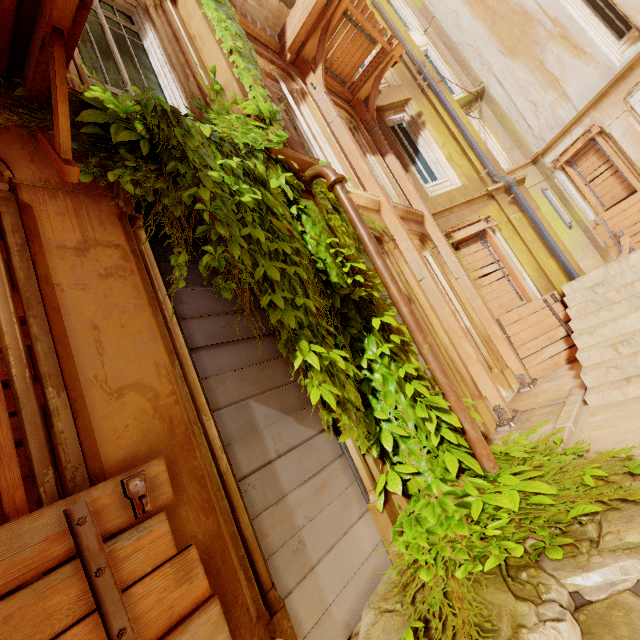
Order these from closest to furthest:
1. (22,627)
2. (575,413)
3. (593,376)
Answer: (22,627) → (575,413) → (593,376)

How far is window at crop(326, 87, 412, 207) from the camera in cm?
812

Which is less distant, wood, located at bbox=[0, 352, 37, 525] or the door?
wood, located at bbox=[0, 352, 37, 525]

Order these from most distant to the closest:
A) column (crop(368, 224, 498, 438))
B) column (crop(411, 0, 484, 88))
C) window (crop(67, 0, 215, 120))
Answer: column (crop(411, 0, 484, 88)) < column (crop(368, 224, 498, 438)) < window (crop(67, 0, 215, 120))

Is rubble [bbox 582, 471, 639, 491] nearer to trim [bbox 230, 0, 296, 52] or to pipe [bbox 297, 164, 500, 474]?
pipe [bbox 297, 164, 500, 474]

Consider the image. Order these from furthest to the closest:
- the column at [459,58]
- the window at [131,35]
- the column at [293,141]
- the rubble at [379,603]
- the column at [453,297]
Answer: the column at [459,58], the column at [453,297], the column at [293,141], the window at [131,35], the rubble at [379,603]

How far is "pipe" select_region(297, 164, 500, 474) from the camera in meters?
3.2 m

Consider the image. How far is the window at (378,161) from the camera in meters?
8.1
